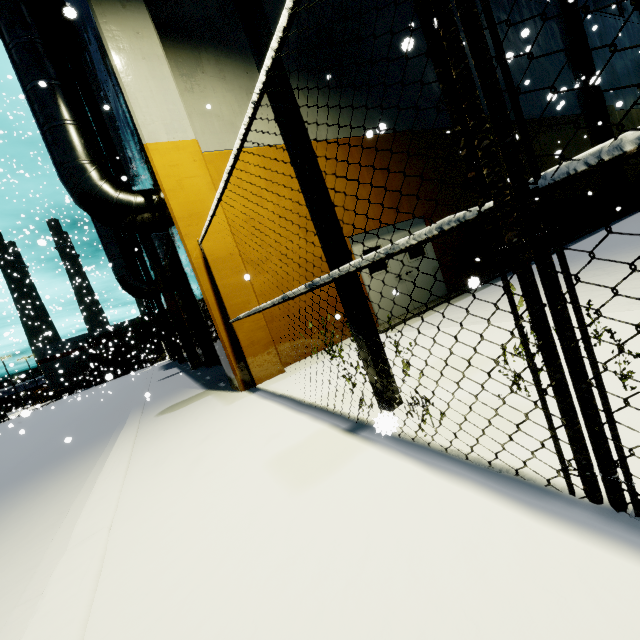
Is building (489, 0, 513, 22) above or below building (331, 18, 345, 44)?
above

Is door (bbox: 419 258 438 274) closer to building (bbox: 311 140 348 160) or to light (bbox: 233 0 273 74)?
building (bbox: 311 140 348 160)

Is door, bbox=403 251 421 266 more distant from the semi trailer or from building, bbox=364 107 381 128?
the semi trailer

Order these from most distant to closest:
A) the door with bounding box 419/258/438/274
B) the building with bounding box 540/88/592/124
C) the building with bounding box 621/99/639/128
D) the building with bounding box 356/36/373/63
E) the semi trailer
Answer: the semi trailer, the building with bounding box 621/99/639/128, the building with bounding box 540/88/592/124, the door with bounding box 419/258/438/274, the building with bounding box 356/36/373/63

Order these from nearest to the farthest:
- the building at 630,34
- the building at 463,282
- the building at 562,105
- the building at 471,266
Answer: the building at 463,282, the building at 471,266, the building at 562,105, the building at 630,34

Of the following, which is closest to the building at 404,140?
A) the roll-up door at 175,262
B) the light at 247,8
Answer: the roll-up door at 175,262

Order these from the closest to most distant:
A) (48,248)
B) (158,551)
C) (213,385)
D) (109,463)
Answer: (158,551) < (109,463) < (213,385) < (48,248)
